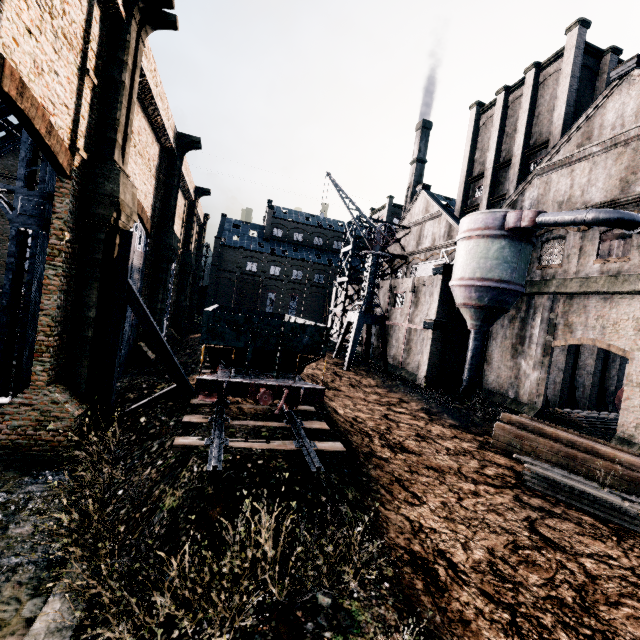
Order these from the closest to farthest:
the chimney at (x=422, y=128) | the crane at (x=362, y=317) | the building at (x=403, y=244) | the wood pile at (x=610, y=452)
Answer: the wood pile at (x=610, y=452) < the building at (x=403, y=244) < the crane at (x=362, y=317) < the chimney at (x=422, y=128)

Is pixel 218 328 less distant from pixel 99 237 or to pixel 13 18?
pixel 99 237

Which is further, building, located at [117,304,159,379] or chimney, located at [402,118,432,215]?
Answer: chimney, located at [402,118,432,215]

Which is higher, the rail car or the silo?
the silo

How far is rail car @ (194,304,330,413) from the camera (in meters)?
11.57

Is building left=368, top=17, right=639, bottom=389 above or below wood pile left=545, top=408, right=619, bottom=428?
above

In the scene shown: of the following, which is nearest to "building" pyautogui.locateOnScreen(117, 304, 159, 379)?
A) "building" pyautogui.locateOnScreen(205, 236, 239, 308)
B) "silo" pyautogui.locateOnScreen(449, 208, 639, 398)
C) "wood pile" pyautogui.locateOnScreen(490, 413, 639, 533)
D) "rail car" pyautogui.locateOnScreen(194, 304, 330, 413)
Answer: "silo" pyautogui.locateOnScreen(449, 208, 639, 398)

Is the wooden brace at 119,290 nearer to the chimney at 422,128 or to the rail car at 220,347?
the rail car at 220,347
